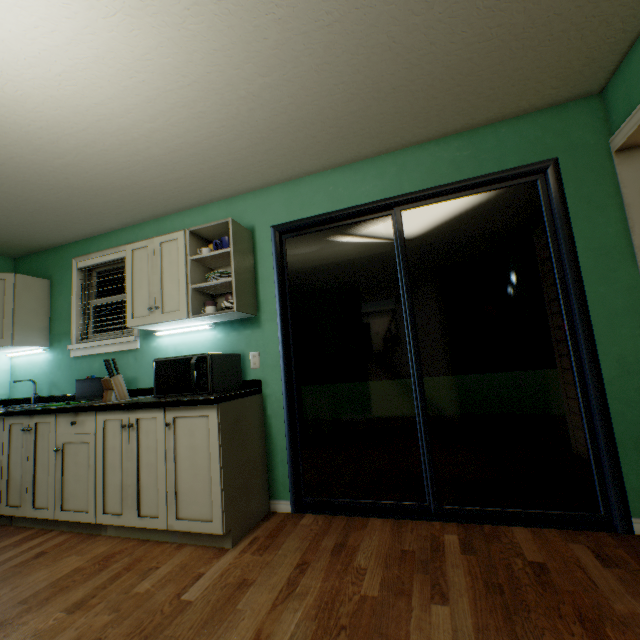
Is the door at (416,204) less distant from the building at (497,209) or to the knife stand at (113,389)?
the building at (497,209)

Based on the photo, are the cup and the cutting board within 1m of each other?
no

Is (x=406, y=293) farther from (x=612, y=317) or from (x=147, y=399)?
(x=147, y=399)

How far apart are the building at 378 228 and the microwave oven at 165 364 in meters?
1.3 m

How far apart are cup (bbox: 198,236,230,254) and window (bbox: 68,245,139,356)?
1.1m

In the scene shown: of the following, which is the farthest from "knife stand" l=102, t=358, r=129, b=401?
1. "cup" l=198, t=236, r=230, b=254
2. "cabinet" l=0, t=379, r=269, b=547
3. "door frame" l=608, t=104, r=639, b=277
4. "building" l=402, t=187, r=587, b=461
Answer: "door frame" l=608, t=104, r=639, b=277

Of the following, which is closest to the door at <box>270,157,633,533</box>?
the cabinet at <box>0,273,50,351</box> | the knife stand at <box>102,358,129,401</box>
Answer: the knife stand at <box>102,358,129,401</box>

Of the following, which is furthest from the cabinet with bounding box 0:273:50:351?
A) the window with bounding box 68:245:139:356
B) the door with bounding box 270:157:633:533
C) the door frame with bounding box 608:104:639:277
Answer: the door frame with bounding box 608:104:639:277
